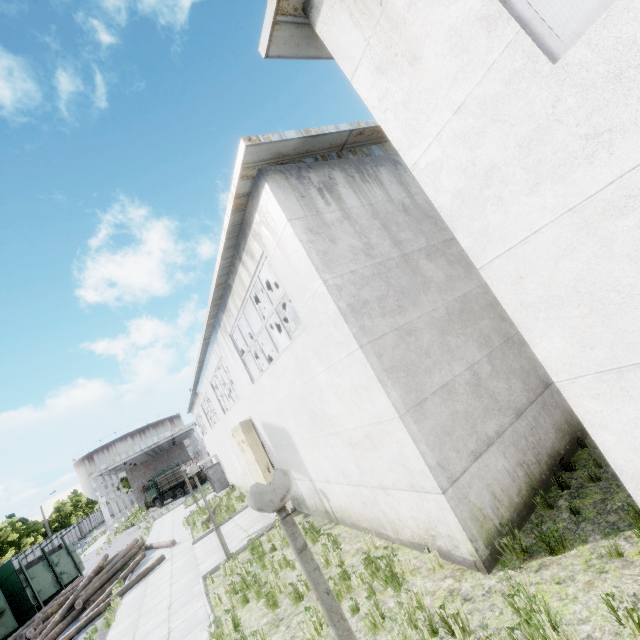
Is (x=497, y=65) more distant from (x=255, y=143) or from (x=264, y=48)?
(x=255, y=143)

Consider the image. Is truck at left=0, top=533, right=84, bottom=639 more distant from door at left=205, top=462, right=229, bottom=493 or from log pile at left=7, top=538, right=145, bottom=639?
door at left=205, top=462, right=229, bottom=493

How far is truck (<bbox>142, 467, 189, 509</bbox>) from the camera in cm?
4144

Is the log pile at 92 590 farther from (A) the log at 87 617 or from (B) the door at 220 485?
(B) the door at 220 485

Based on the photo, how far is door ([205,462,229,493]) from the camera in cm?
2719

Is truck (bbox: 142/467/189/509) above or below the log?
above

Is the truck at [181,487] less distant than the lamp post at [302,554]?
No

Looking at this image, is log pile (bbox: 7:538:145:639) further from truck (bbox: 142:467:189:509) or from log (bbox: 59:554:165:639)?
truck (bbox: 142:467:189:509)
